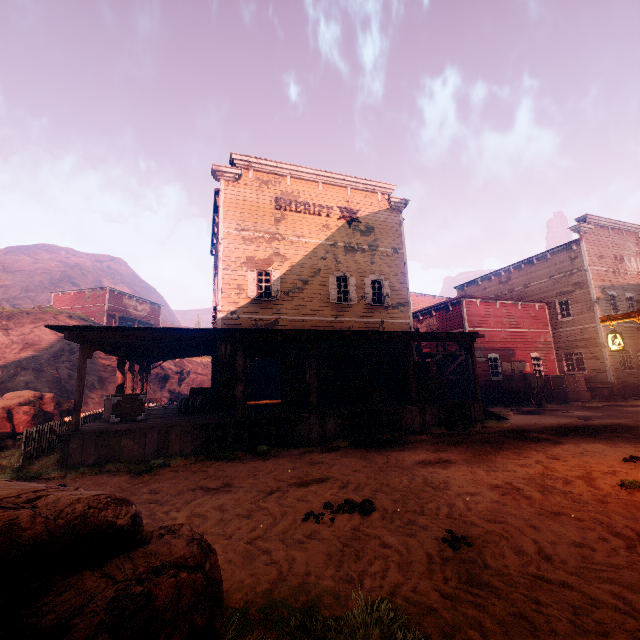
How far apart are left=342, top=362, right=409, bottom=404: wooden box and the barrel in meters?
5.2

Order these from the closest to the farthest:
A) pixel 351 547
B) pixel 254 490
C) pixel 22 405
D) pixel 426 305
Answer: pixel 351 547, pixel 254 490, pixel 22 405, pixel 426 305

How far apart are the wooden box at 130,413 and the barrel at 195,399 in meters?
1.2

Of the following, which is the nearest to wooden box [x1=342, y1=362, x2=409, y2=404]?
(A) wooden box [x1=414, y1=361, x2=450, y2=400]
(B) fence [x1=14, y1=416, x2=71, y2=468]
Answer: (A) wooden box [x1=414, y1=361, x2=450, y2=400]

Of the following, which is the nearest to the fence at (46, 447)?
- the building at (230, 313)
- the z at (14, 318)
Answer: the z at (14, 318)

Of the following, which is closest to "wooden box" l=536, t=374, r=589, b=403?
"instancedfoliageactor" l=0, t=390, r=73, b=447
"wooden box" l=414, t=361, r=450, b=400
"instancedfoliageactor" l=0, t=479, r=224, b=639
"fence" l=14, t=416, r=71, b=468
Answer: "wooden box" l=414, t=361, r=450, b=400

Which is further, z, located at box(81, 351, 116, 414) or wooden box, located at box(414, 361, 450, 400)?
z, located at box(81, 351, 116, 414)

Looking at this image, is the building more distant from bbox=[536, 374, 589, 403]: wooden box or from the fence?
the fence
